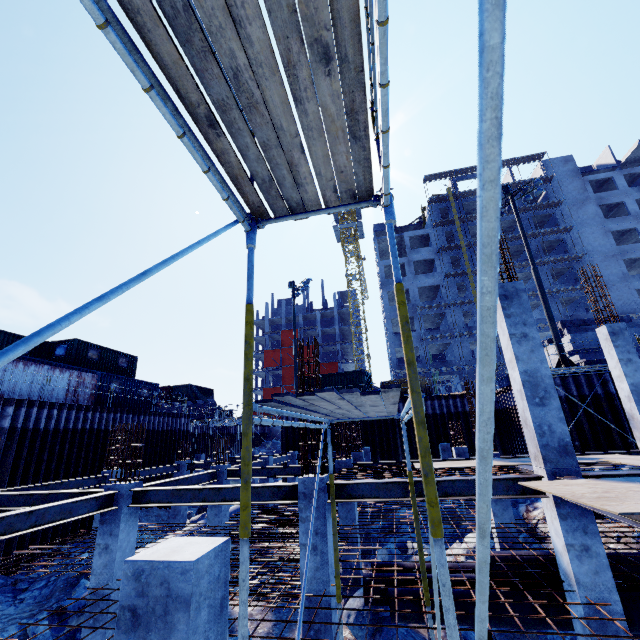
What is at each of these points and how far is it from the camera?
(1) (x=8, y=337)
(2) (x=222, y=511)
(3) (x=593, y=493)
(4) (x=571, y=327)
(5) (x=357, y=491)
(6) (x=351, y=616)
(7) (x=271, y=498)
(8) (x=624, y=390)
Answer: (1) cargo container, 20.92m
(2) concrete column, 12.01m
(3) plywood, 4.45m
(4) concrete beam, 19.00m
(5) steel beam, 7.04m
(6) compgrassrocksplants, 8.75m
(7) steel beam, 7.36m
(8) concrete column, 10.80m

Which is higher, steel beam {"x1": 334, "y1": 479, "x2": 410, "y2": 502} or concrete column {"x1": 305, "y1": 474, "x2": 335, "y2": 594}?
steel beam {"x1": 334, "y1": 479, "x2": 410, "y2": 502}

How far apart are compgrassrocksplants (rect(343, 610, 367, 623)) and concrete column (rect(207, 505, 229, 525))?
4.8 meters

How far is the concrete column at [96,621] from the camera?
7.0 meters

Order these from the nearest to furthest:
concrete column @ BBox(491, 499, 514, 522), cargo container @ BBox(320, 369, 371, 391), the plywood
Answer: the plywood, concrete column @ BBox(491, 499, 514, 522), cargo container @ BBox(320, 369, 371, 391)

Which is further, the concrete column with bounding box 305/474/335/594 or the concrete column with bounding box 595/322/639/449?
the concrete column with bounding box 595/322/639/449

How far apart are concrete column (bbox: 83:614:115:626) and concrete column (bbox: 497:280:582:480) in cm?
935

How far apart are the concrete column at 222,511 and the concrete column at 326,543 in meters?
6.2
